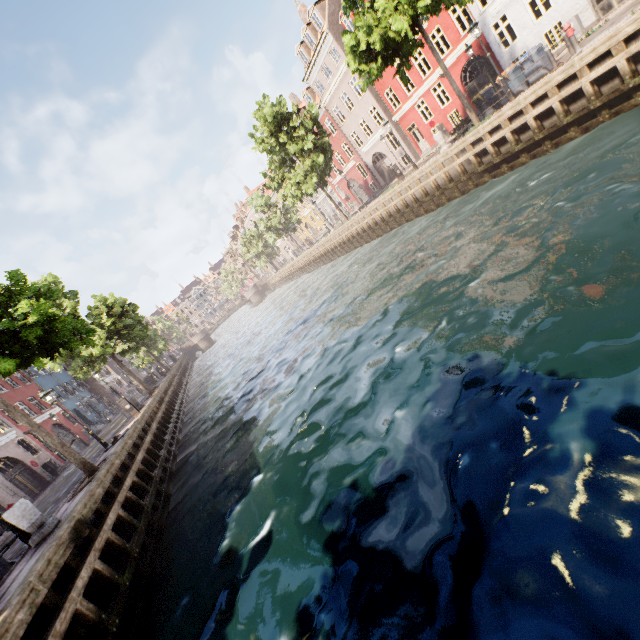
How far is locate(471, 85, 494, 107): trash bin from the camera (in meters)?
15.87

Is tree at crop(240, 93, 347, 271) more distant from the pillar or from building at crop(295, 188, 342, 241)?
building at crop(295, 188, 342, 241)

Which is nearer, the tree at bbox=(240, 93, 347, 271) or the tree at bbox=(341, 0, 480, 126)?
the tree at bbox=(341, 0, 480, 126)

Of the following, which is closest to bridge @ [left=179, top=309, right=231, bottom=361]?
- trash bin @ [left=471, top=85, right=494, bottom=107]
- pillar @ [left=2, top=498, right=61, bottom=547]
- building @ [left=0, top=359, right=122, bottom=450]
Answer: building @ [left=0, top=359, right=122, bottom=450]

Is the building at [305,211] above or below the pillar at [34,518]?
above

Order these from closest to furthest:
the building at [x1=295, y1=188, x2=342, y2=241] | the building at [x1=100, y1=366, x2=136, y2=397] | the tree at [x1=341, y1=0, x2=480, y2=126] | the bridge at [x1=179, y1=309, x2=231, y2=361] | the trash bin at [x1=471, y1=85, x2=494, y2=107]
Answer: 1. the tree at [x1=341, y1=0, x2=480, y2=126]
2. the trash bin at [x1=471, y1=85, x2=494, y2=107]
3. the building at [x1=100, y1=366, x2=136, y2=397]
4. the building at [x1=295, y1=188, x2=342, y2=241]
5. the bridge at [x1=179, y1=309, x2=231, y2=361]

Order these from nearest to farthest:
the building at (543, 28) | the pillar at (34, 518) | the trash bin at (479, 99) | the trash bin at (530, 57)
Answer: the pillar at (34, 518) → the trash bin at (530, 57) → the trash bin at (479, 99) → the building at (543, 28)

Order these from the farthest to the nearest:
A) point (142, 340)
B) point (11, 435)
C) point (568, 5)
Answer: point (142, 340)
point (11, 435)
point (568, 5)
